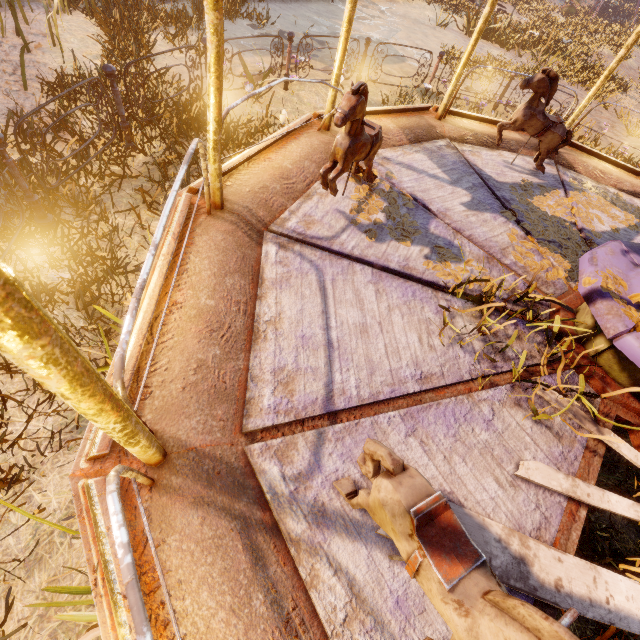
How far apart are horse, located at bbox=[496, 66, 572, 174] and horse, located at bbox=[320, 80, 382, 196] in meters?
2.0 m

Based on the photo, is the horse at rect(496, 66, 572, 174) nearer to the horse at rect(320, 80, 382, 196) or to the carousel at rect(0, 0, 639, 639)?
the carousel at rect(0, 0, 639, 639)

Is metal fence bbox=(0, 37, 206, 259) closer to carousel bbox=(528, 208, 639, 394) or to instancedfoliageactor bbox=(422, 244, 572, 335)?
carousel bbox=(528, 208, 639, 394)

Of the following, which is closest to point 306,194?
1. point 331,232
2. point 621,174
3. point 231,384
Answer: point 331,232

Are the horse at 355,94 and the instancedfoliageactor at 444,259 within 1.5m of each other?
yes

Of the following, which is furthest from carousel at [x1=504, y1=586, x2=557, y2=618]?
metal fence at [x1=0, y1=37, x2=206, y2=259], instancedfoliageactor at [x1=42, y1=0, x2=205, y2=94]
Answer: metal fence at [x1=0, y1=37, x2=206, y2=259]

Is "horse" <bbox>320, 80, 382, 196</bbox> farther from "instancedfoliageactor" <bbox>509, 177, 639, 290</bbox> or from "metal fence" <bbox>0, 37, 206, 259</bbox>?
"metal fence" <bbox>0, 37, 206, 259</bbox>

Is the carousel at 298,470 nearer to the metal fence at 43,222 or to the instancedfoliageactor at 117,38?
the instancedfoliageactor at 117,38
